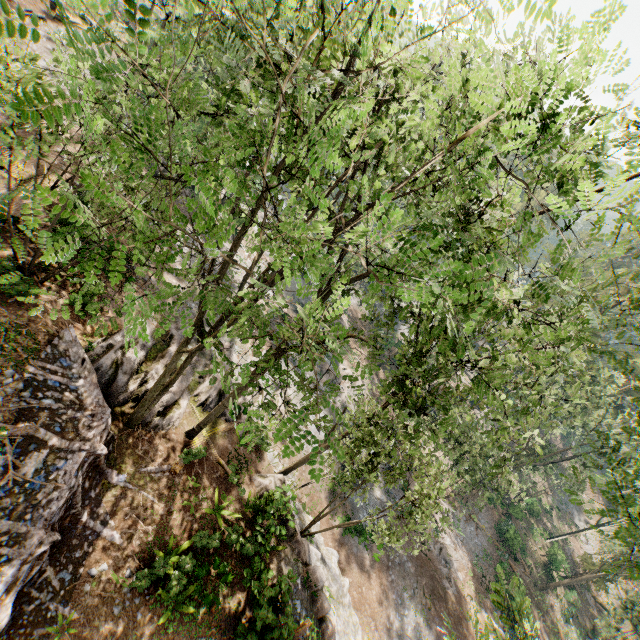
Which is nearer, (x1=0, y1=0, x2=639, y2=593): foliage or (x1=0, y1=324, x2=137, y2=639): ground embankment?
(x1=0, y1=0, x2=639, y2=593): foliage

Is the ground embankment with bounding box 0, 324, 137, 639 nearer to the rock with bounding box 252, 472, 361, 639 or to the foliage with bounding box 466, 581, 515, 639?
the foliage with bounding box 466, 581, 515, 639

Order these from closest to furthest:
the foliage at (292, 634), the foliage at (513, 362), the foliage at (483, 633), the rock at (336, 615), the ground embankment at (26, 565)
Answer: the foliage at (513, 362)
the foliage at (483, 633)
the ground embankment at (26, 565)
the foliage at (292, 634)
the rock at (336, 615)

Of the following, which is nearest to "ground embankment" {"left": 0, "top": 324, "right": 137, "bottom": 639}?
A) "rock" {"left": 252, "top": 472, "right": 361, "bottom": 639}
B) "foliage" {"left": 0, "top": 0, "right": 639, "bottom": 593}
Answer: "foliage" {"left": 0, "top": 0, "right": 639, "bottom": 593}

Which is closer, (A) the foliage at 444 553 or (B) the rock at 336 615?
(B) the rock at 336 615

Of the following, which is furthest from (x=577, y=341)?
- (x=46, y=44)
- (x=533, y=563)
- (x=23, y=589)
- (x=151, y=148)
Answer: (x=46, y=44)
